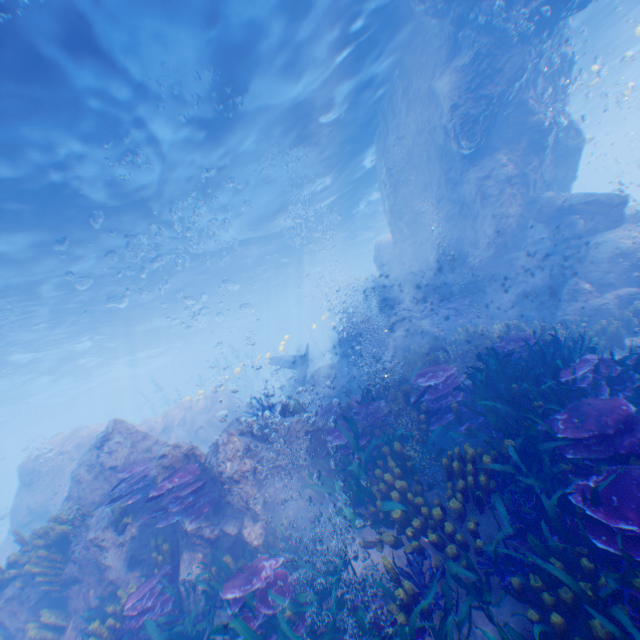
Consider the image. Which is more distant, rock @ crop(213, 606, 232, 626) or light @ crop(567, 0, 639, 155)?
light @ crop(567, 0, 639, 155)

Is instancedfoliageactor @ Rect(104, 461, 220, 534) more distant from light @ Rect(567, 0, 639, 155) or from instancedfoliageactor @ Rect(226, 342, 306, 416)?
instancedfoliageactor @ Rect(226, 342, 306, 416)

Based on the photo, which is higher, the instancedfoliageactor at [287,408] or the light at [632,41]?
the light at [632,41]

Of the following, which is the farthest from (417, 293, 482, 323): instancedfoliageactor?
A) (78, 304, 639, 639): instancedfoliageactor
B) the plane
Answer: the plane

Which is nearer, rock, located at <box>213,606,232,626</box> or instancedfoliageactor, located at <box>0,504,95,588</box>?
rock, located at <box>213,606,232,626</box>

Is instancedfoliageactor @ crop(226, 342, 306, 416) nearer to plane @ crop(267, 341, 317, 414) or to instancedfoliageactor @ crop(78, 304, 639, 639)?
plane @ crop(267, 341, 317, 414)

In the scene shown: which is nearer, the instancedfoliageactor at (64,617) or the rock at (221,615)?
the rock at (221,615)

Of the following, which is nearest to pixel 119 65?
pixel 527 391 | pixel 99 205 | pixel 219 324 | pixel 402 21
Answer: pixel 99 205
